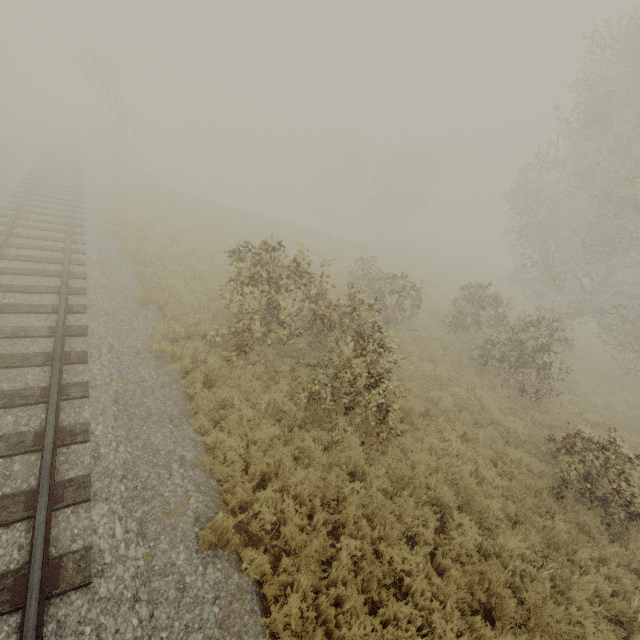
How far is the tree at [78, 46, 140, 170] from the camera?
26.1m

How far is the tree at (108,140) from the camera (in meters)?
26.09

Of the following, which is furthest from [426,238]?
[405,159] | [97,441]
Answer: [97,441]
